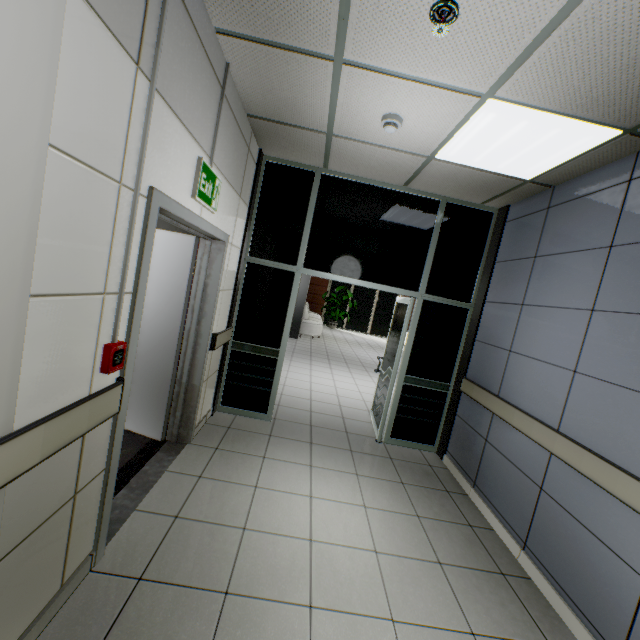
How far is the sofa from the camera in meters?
11.5 m

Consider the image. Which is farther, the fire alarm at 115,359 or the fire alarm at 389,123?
the fire alarm at 389,123

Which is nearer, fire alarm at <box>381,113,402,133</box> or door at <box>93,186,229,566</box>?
door at <box>93,186,229,566</box>

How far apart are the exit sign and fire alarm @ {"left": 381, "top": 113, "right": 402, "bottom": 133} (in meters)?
1.41

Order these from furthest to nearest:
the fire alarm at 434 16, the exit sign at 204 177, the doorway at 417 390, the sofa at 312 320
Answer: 1. the sofa at 312 320
2. the doorway at 417 390
3. the exit sign at 204 177
4. the fire alarm at 434 16

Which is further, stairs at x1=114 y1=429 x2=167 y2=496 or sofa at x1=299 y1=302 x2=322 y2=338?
sofa at x1=299 y1=302 x2=322 y2=338

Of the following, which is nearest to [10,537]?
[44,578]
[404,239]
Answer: [44,578]

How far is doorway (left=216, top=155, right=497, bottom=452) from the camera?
3.99m
